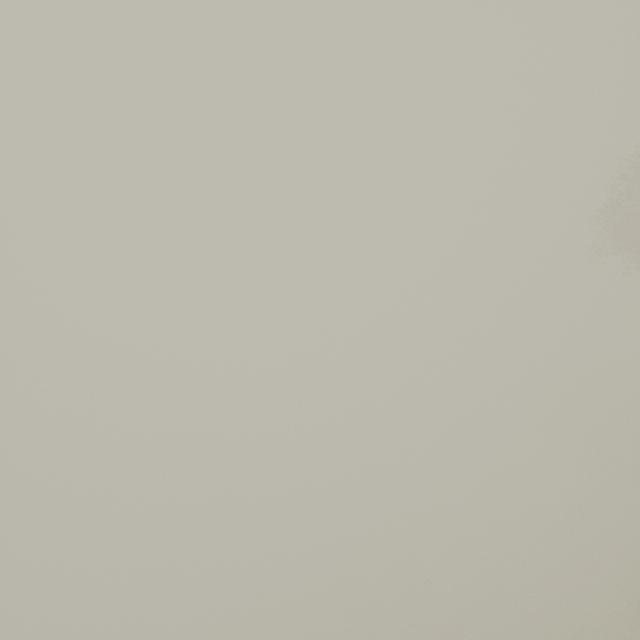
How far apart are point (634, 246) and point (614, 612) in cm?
2069
